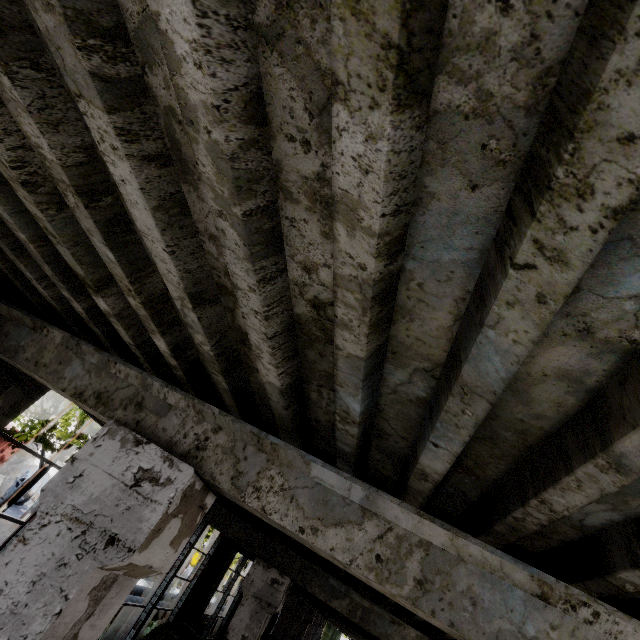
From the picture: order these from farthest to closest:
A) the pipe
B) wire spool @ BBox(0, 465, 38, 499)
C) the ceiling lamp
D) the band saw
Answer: wire spool @ BBox(0, 465, 38, 499), the pipe, the band saw, the ceiling lamp

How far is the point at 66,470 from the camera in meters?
2.1 m

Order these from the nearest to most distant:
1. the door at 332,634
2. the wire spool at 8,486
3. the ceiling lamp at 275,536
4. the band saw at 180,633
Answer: the ceiling lamp at 275,536
the band saw at 180,633
the wire spool at 8,486
the door at 332,634

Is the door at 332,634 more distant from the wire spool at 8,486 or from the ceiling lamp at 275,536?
the ceiling lamp at 275,536

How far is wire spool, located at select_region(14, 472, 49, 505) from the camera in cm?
1870

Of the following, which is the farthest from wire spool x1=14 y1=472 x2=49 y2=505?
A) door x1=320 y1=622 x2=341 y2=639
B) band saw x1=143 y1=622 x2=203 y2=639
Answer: door x1=320 y1=622 x2=341 y2=639

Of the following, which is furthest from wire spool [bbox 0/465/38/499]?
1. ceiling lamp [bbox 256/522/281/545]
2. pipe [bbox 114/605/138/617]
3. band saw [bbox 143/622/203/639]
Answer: ceiling lamp [bbox 256/522/281/545]

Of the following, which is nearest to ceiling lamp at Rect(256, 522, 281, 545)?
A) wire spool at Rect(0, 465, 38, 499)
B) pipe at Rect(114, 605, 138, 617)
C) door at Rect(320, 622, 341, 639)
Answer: pipe at Rect(114, 605, 138, 617)
